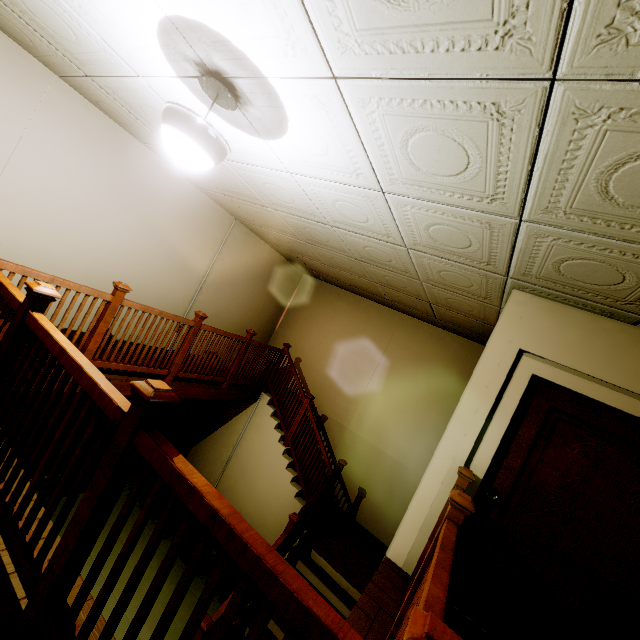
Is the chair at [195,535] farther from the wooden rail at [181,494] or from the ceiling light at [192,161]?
the ceiling light at [192,161]

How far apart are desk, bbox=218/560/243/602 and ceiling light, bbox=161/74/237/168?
5.7m

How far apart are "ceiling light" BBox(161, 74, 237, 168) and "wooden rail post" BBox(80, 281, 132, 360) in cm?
179

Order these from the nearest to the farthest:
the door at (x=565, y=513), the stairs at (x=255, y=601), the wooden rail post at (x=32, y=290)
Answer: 1. the wooden rail post at (x=32, y=290)
2. the door at (x=565, y=513)
3. the stairs at (x=255, y=601)

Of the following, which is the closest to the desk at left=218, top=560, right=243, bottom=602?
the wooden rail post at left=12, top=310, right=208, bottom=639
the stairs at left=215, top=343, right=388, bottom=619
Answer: the stairs at left=215, top=343, right=388, bottom=619

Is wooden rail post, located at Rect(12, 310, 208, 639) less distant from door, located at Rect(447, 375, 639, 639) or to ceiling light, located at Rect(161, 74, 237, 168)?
ceiling light, located at Rect(161, 74, 237, 168)

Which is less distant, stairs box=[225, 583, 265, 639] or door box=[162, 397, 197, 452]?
stairs box=[225, 583, 265, 639]

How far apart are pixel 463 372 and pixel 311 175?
5.07m
